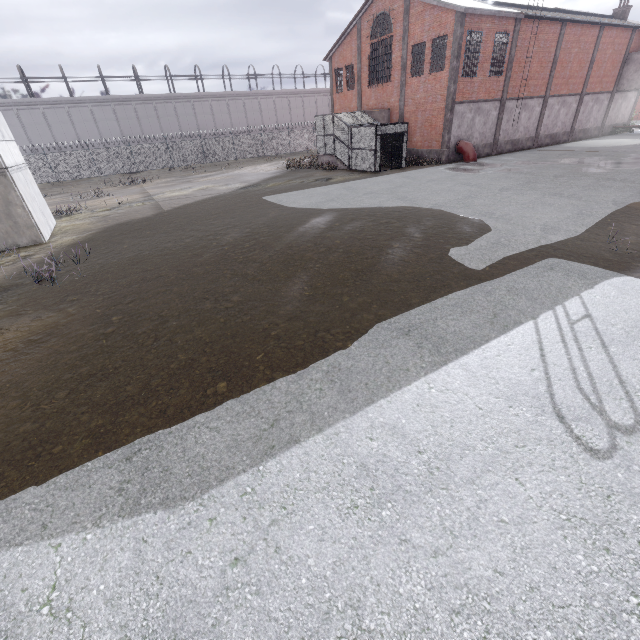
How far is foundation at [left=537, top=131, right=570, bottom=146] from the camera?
30.4m

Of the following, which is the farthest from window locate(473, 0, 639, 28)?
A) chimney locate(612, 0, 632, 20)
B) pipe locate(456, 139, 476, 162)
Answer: pipe locate(456, 139, 476, 162)

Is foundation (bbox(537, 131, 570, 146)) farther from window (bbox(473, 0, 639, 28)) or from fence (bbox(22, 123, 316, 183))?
fence (bbox(22, 123, 316, 183))

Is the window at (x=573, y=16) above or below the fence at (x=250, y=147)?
above

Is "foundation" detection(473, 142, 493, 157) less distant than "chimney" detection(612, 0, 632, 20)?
Yes

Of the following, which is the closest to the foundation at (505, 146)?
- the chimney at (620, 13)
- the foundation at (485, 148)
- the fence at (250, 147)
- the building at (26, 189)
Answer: the foundation at (485, 148)

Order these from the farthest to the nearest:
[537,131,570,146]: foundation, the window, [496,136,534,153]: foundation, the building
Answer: [537,131,570,146]: foundation
[496,136,534,153]: foundation
the window
the building

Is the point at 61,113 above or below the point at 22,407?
above
